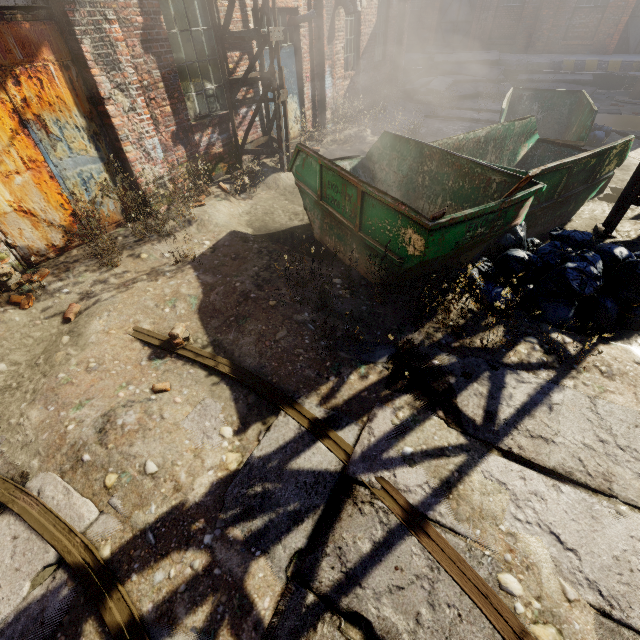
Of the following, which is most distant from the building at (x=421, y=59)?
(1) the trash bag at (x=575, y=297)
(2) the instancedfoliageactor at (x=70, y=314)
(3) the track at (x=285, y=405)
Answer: (2) the instancedfoliageactor at (x=70, y=314)

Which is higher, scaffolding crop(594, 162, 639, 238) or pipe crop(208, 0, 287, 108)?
pipe crop(208, 0, 287, 108)

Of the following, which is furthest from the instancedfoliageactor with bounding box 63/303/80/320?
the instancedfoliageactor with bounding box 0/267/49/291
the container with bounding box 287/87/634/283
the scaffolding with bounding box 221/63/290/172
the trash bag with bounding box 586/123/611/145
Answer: the trash bag with bounding box 586/123/611/145

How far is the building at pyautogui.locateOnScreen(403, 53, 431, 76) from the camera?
17.5 meters

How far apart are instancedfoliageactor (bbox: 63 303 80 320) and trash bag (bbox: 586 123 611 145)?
11.8m

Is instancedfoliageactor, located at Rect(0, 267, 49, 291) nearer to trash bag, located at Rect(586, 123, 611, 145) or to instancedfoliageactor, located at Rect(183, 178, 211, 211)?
instancedfoliageactor, located at Rect(183, 178, 211, 211)

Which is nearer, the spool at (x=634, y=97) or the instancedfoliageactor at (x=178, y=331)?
the instancedfoliageactor at (x=178, y=331)

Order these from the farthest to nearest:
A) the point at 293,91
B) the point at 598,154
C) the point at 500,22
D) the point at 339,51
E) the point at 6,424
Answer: the point at 500,22 < the point at 339,51 < the point at 293,91 < the point at 598,154 < the point at 6,424
